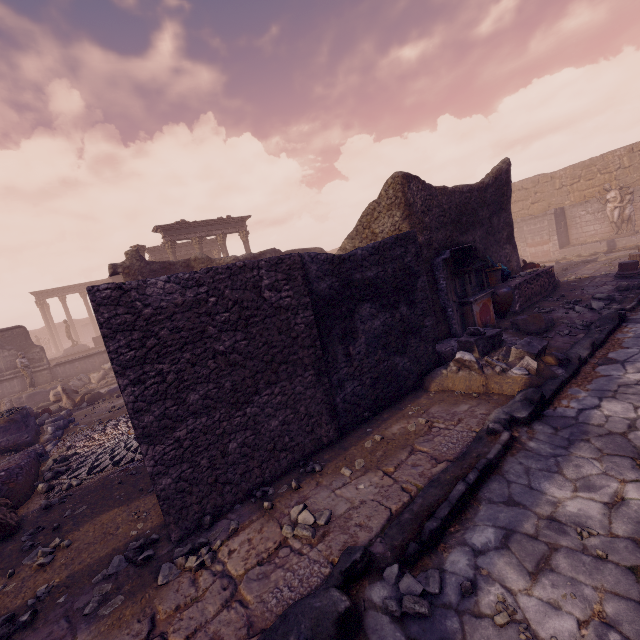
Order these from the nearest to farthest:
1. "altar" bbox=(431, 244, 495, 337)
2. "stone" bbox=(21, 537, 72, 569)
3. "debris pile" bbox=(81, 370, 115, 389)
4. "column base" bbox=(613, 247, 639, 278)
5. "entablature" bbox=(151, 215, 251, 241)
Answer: "stone" bbox=(21, 537, 72, 569), "altar" bbox=(431, 244, 495, 337), "column base" bbox=(613, 247, 639, 278), "debris pile" bbox=(81, 370, 115, 389), "entablature" bbox=(151, 215, 251, 241)

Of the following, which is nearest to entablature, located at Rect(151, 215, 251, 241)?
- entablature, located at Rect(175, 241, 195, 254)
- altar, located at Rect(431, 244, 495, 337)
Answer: entablature, located at Rect(175, 241, 195, 254)

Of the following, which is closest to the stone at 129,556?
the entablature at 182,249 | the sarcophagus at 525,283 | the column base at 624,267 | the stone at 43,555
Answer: the stone at 43,555

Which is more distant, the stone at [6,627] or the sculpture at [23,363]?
the sculpture at [23,363]

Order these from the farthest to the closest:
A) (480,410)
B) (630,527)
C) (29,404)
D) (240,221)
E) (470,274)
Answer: (240,221) < (29,404) < (470,274) < (480,410) < (630,527)

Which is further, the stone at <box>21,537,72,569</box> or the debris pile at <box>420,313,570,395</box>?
the debris pile at <box>420,313,570,395</box>

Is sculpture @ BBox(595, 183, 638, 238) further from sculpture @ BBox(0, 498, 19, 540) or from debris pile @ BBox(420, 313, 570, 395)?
sculpture @ BBox(0, 498, 19, 540)

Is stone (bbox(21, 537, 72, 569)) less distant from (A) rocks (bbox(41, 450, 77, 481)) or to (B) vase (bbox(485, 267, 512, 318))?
(A) rocks (bbox(41, 450, 77, 481))
